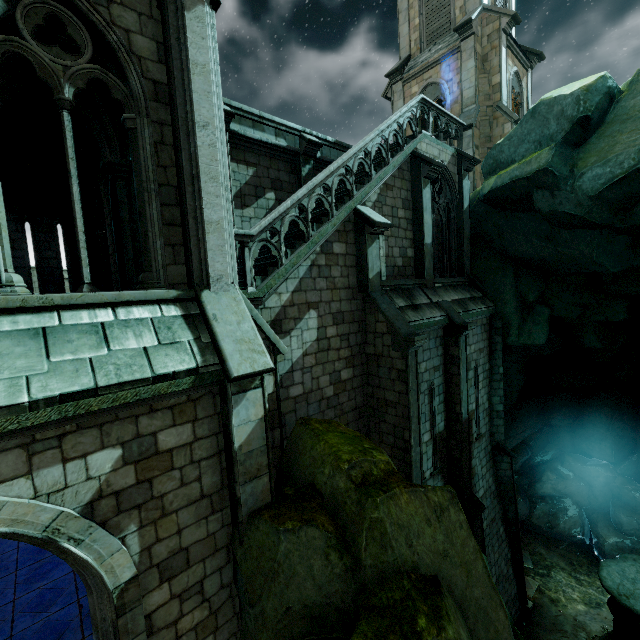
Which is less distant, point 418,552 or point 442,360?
point 418,552

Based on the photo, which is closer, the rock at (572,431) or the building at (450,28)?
the building at (450,28)

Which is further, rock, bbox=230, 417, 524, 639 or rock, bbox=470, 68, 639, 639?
rock, bbox=470, 68, 639, 639

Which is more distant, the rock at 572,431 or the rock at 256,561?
the rock at 572,431

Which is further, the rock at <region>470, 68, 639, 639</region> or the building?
the rock at <region>470, 68, 639, 639</region>
